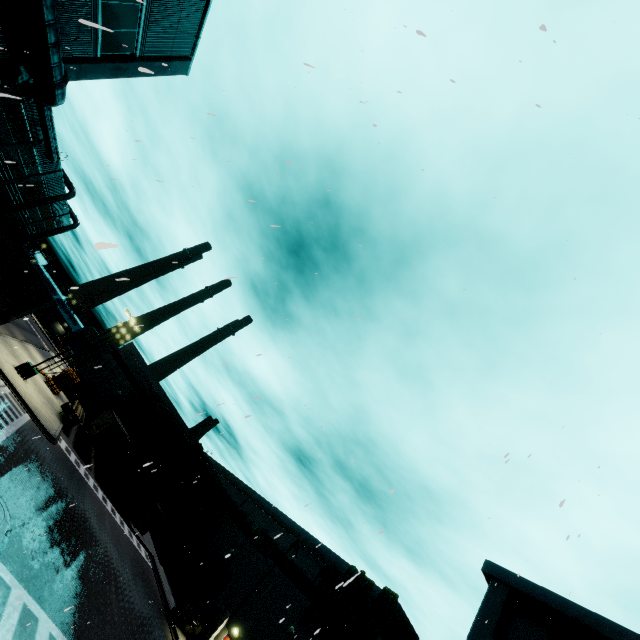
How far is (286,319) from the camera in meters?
9.7

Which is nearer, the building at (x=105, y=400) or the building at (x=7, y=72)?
the building at (x=7, y=72)

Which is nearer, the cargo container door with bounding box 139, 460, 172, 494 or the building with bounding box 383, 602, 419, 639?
the building with bounding box 383, 602, 419, 639

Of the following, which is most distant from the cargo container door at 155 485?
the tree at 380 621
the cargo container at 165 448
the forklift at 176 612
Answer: the forklift at 176 612

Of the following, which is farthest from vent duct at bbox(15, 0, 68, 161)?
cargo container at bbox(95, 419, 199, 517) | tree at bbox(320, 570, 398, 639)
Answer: tree at bbox(320, 570, 398, 639)

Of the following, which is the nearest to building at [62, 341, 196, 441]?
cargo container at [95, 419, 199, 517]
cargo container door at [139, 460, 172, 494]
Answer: cargo container at [95, 419, 199, 517]

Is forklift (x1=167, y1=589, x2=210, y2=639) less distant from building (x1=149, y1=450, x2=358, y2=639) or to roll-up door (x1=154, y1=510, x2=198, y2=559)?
building (x1=149, y1=450, x2=358, y2=639)

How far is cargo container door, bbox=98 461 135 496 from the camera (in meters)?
31.64
